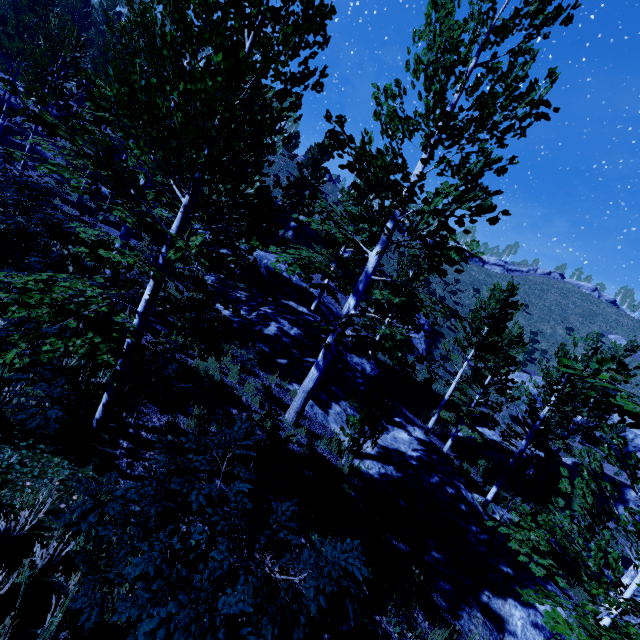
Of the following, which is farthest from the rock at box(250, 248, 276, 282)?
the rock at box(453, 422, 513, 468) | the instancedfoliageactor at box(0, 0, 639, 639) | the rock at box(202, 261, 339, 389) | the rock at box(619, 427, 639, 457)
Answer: the rock at box(619, 427, 639, 457)

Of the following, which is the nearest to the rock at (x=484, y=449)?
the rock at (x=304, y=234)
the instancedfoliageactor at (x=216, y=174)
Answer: the instancedfoliageactor at (x=216, y=174)

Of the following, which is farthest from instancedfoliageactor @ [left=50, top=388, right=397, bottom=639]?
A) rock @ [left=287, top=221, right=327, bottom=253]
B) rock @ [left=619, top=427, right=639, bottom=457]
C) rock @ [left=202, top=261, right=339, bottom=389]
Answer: rock @ [left=619, top=427, right=639, bottom=457]

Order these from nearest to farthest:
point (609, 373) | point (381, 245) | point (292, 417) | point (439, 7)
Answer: point (439, 7) < point (381, 245) < point (292, 417) < point (609, 373)

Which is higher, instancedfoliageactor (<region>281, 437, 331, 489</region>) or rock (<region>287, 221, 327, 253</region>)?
rock (<region>287, 221, 327, 253</region>)

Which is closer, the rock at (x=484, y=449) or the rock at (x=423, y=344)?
the rock at (x=484, y=449)

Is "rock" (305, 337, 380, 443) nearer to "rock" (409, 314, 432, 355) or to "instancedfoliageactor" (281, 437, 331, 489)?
"instancedfoliageactor" (281, 437, 331, 489)
